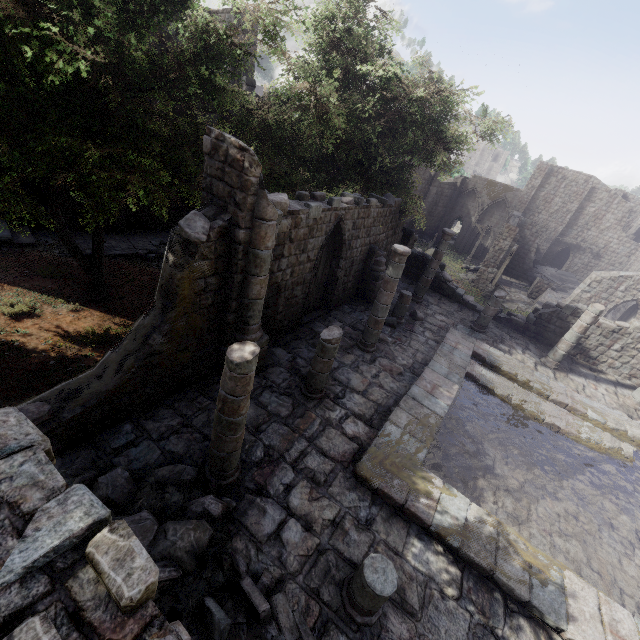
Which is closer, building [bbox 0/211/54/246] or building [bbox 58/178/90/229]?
building [bbox 0/211/54/246]

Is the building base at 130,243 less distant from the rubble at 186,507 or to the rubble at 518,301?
the rubble at 186,507

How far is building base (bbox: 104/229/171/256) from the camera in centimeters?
1641cm

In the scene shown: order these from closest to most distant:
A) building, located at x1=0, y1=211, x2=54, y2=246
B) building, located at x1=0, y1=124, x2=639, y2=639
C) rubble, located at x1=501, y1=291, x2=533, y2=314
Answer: building, located at x1=0, y1=124, x2=639, y2=639, building, located at x1=0, y1=211, x2=54, y2=246, rubble, located at x1=501, y1=291, x2=533, y2=314

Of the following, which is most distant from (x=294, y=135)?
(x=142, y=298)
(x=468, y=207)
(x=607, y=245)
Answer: (x=607, y=245)

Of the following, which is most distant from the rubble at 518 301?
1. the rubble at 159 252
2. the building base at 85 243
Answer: the rubble at 159 252

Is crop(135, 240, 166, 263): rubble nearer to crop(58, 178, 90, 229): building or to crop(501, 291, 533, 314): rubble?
crop(58, 178, 90, 229): building

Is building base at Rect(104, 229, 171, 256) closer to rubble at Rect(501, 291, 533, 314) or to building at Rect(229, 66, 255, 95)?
building at Rect(229, 66, 255, 95)
